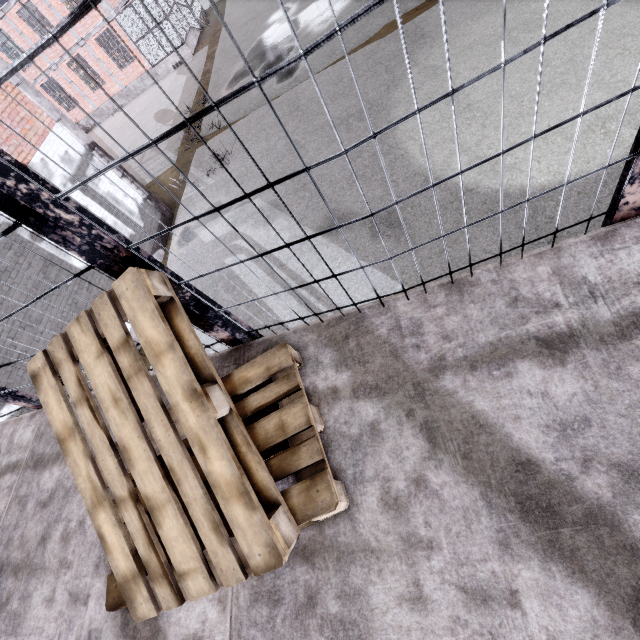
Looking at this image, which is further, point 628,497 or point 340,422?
point 340,422

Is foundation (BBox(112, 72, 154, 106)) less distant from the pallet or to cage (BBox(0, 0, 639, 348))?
cage (BBox(0, 0, 639, 348))

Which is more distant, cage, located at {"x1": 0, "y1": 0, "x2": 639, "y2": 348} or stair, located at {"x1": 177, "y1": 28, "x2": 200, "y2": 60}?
stair, located at {"x1": 177, "y1": 28, "x2": 200, "y2": 60}

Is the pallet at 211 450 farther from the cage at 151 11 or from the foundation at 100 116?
the foundation at 100 116

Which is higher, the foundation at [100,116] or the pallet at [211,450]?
the pallet at [211,450]

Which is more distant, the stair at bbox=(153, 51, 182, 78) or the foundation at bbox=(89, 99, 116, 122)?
the foundation at bbox=(89, 99, 116, 122)
